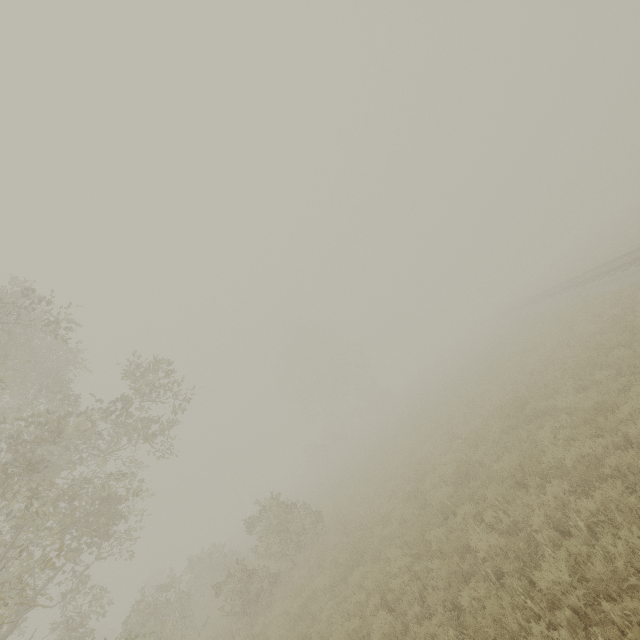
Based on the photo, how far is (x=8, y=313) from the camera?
8.6m
